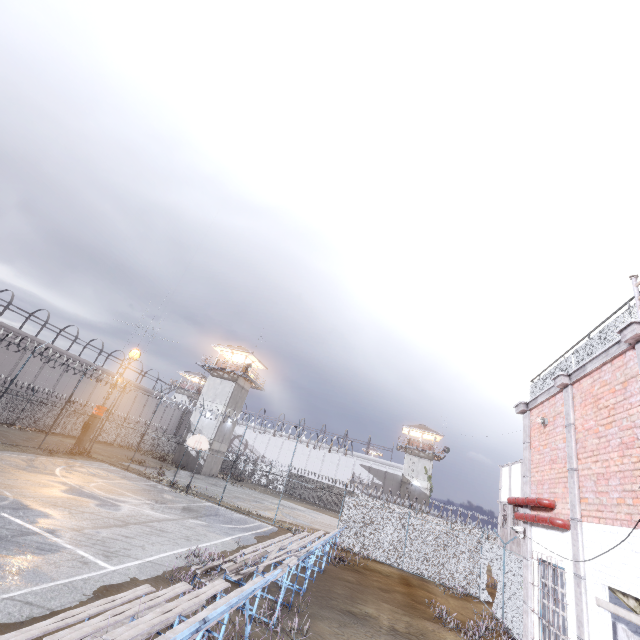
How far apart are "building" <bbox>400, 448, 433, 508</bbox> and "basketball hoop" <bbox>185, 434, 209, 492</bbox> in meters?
35.4 m

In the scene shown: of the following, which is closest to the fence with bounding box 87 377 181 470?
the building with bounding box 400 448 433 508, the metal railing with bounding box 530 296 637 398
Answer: the metal railing with bounding box 530 296 637 398

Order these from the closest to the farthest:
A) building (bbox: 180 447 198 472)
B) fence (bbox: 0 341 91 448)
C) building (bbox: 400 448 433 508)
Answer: fence (bbox: 0 341 91 448) < building (bbox: 180 447 198 472) < building (bbox: 400 448 433 508)

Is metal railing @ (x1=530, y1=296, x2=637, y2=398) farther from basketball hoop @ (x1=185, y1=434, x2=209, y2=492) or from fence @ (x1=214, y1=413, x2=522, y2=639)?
basketball hoop @ (x1=185, y1=434, x2=209, y2=492)

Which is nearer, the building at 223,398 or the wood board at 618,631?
the wood board at 618,631

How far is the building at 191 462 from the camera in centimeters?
3594cm

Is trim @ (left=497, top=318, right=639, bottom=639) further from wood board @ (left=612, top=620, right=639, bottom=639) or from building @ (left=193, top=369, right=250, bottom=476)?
building @ (left=193, top=369, right=250, bottom=476)

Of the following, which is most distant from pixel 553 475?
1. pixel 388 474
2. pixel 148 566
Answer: pixel 388 474
